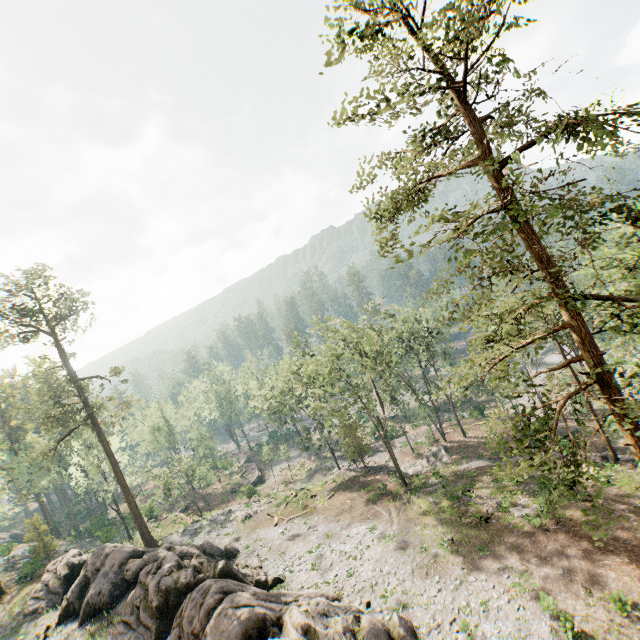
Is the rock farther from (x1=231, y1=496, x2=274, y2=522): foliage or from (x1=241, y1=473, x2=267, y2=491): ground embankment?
(x1=241, y1=473, x2=267, y2=491): ground embankment

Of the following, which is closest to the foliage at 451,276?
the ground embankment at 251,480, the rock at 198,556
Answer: the rock at 198,556

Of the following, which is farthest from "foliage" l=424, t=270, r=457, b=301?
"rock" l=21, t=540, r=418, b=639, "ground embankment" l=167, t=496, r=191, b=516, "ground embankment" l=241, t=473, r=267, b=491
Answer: "ground embankment" l=167, t=496, r=191, b=516

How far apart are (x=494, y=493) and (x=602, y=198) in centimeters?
2458cm

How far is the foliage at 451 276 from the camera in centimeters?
1569cm

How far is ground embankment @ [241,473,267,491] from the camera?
47.2m

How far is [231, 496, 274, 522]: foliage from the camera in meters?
38.2 m
